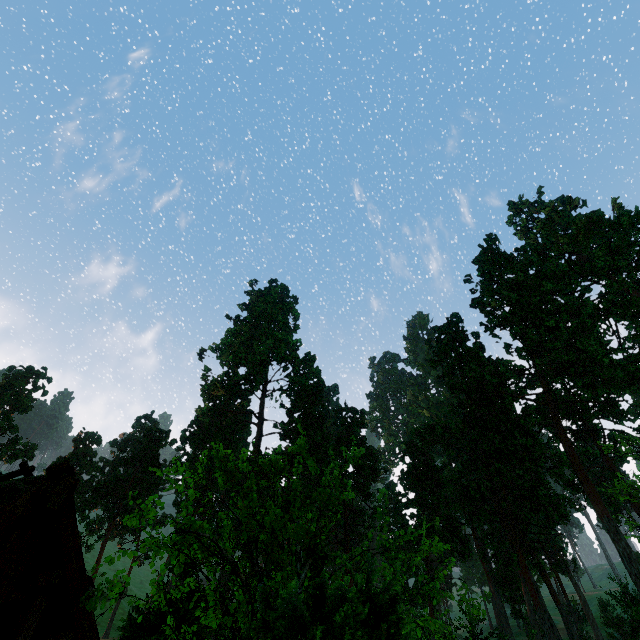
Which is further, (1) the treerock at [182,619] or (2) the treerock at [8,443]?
(2) the treerock at [8,443]

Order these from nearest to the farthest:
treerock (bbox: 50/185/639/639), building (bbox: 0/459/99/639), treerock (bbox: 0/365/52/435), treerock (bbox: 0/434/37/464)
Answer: building (bbox: 0/459/99/639)
treerock (bbox: 50/185/639/639)
treerock (bbox: 0/434/37/464)
treerock (bbox: 0/365/52/435)

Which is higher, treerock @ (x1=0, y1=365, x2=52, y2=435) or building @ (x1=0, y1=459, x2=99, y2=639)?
treerock @ (x1=0, y1=365, x2=52, y2=435)

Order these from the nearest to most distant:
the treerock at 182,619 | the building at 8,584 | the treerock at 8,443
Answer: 1. the building at 8,584
2. the treerock at 182,619
3. the treerock at 8,443

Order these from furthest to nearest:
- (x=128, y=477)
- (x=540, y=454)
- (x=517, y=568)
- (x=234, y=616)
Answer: (x=128, y=477), (x=517, y=568), (x=540, y=454), (x=234, y=616)

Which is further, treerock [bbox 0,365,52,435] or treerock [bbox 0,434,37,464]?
treerock [bbox 0,365,52,435]

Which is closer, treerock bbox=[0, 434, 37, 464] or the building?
the building
